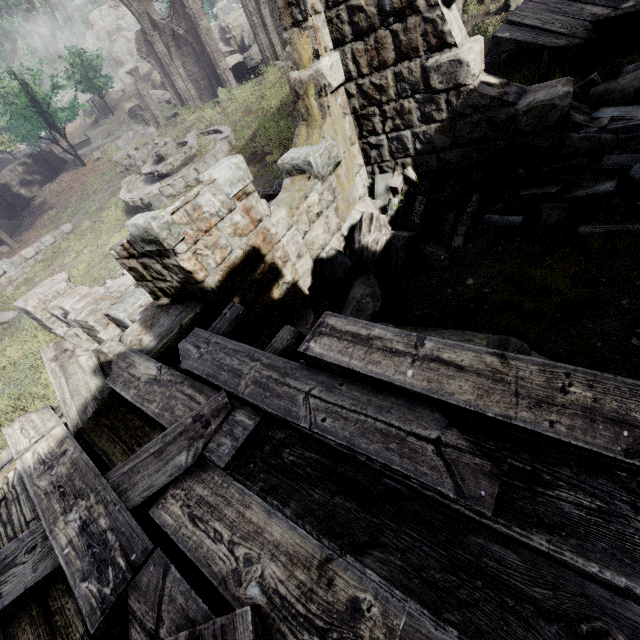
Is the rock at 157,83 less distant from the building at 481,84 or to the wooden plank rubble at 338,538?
the building at 481,84

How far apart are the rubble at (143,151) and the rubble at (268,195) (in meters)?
15.98

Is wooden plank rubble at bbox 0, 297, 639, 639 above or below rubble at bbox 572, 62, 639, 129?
above

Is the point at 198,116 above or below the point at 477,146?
above

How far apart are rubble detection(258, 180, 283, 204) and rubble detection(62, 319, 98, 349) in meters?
5.3 m

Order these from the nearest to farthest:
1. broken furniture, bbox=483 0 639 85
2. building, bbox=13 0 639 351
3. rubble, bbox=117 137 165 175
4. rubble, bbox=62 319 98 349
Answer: building, bbox=13 0 639 351, broken furniture, bbox=483 0 639 85, rubble, bbox=62 319 98 349, rubble, bbox=117 137 165 175

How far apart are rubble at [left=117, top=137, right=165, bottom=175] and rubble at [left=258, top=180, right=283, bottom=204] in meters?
16.0 m

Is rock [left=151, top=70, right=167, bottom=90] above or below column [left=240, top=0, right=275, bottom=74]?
above
